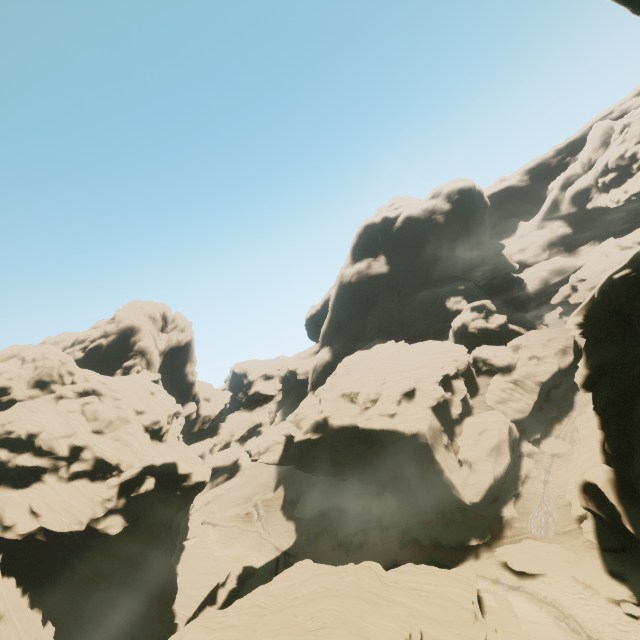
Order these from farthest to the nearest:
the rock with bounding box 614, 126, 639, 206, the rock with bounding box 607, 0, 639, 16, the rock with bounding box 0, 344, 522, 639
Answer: the rock with bounding box 614, 126, 639, 206, the rock with bounding box 0, 344, 522, 639, the rock with bounding box 607, 0, 639, 16

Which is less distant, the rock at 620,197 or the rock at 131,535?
the rock at 131,535

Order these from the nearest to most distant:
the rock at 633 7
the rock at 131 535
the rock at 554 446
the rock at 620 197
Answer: the rock at 633 7 < the rock at 131 535 < the rock at 554 446 < the rock at 620 197

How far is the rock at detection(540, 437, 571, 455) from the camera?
34.09m

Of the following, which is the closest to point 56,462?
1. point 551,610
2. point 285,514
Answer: point 285,514

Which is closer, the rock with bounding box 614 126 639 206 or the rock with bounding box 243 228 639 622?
the rock with bounding box 243 228 639 622
